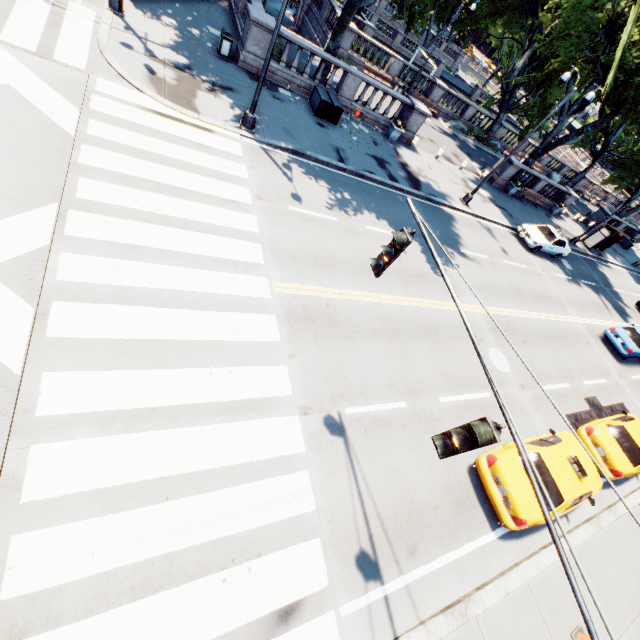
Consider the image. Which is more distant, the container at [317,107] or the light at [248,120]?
the container at [317,107]

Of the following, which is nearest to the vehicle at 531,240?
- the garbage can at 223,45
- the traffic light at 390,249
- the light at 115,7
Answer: the garbage can at 223,45

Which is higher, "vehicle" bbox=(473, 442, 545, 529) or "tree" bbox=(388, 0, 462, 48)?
"tree" bbox=(388, 0, 462, 48)

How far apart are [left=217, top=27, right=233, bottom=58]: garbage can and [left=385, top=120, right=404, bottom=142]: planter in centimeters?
977cm

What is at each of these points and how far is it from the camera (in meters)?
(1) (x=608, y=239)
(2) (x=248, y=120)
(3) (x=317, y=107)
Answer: (1) bus stop, 30.92
(2) light, 12.71
(3) container, 16.59

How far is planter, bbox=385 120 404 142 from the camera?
19.71m

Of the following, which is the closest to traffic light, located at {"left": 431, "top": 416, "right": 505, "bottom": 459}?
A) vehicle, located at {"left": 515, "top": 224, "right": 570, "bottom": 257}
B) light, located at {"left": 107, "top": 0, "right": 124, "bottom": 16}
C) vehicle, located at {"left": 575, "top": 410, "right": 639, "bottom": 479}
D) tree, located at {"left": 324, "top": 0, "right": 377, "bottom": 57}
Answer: vehicle, located at {"left": 575, "top": 410, "right": 639, "bottom": 479}

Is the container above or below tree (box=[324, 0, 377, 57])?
below
